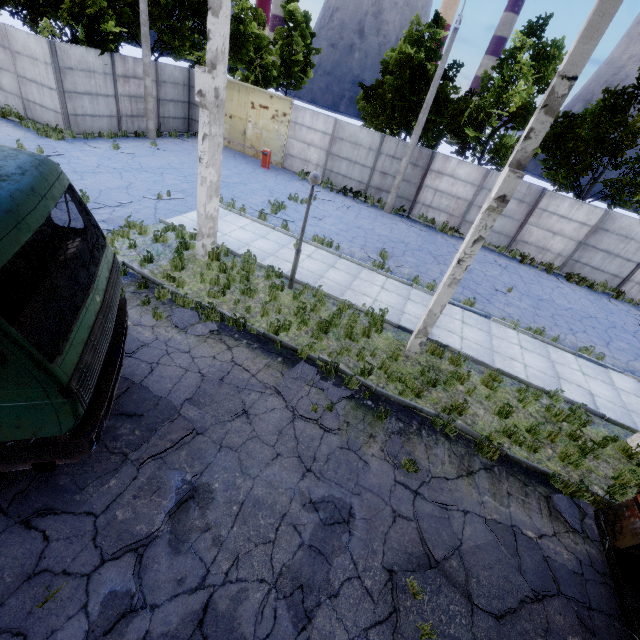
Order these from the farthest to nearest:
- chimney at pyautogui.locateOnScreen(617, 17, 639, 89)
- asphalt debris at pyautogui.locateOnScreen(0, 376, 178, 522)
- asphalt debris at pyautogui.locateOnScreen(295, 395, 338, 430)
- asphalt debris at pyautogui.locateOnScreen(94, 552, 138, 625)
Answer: chimney at pyautogui.locateOnScreen(617, 17, 639, 89), asphalt debris at pyautogui.locateOnScreen(295, 395, 338, 430), asphalt debris at pyautogui.locateOnScreen(0, 376, 178, 522), asphalt debris at pyautogui.locateOnScreen(94, 552, 138, 625)

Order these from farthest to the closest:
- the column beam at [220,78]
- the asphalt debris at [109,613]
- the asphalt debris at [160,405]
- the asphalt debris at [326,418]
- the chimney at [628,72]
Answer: the chimney at [628,72] → the column beam at [220,78] → the asphalt debris at [326,418] → the asphalt debris at [160,405] → the asphalt debris at [109,613]

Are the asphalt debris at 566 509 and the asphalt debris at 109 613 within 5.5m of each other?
no

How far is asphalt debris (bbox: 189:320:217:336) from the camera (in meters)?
7.43

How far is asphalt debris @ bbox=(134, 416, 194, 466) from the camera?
5.07m

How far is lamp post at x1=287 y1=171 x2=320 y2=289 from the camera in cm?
797

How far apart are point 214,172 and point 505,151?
18.0m

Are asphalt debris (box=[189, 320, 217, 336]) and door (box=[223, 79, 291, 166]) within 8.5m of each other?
A: no
